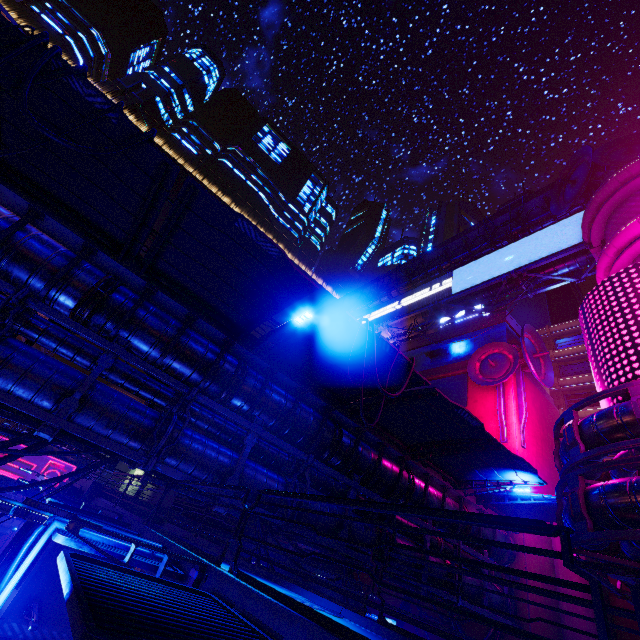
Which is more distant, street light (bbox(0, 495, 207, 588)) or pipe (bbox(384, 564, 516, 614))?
pipe (bbox(384, 564, 516, 614))

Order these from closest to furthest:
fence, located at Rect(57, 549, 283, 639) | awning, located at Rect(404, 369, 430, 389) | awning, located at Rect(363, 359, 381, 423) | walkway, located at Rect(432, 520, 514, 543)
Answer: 1. fence, located at Rect(57, 549, 283, 639)
2. awning, located at Rect(404, 369, 430, 389)
3. awning, located at Rect(363, 359, 381, 423)
4. walkway, located at Rect(432, 520, 514, 543)

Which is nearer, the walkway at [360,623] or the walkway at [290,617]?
the walkway at [290,617]

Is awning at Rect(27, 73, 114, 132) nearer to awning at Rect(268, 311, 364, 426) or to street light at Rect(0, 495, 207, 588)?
awning at Rect(268, 311, 364, 426)

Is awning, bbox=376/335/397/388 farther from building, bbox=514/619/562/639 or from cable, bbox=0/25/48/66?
building, bbox=514/619/562/639

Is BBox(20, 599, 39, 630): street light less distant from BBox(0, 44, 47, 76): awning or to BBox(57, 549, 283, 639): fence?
BBox(57, 549, 283, 639): fence

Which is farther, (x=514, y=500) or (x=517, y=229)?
(x=517, y=229)

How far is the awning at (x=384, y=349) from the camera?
9.7 meters
